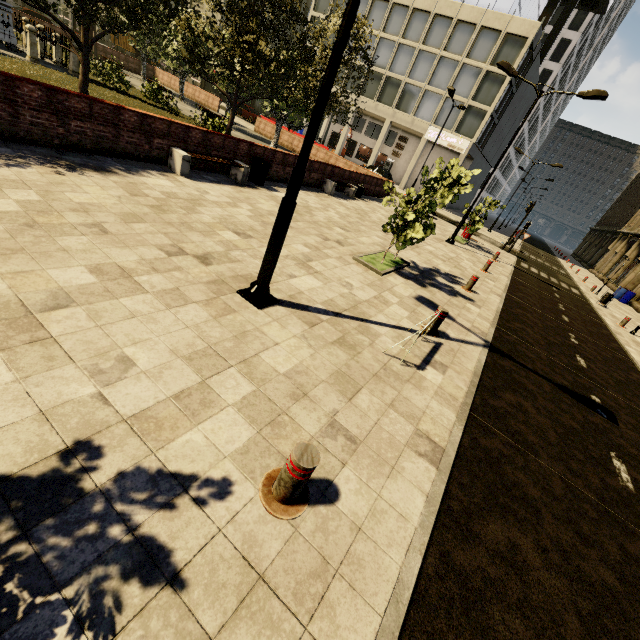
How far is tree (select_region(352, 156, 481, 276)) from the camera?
7.79m

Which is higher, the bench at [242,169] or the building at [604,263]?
the building at [604,263]

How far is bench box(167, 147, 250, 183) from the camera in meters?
9.1

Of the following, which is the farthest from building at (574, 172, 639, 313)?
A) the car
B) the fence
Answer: the fence

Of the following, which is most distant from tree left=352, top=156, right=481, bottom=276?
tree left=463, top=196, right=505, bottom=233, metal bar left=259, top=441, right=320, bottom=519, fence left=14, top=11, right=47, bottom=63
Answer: tree left=463, top=196, right=505, bottom=233

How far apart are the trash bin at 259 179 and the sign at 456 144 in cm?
3019

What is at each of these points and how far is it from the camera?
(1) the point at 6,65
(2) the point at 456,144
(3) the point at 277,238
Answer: (1) plant, 12.1 meters
(2) sign, 34.1 meters
(3) street light, 4.7 meters

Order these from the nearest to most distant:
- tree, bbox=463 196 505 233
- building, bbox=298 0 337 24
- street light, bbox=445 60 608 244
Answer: street light, bbox=445 60 608 244 → tree, bbox=463 196 505 233 → building, bbox=298 0 337 24
